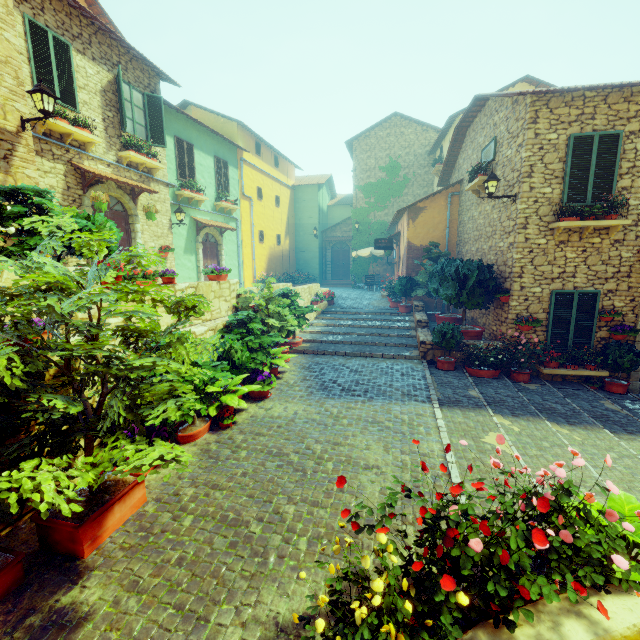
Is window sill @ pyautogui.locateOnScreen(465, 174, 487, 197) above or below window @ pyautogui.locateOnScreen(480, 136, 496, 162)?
below

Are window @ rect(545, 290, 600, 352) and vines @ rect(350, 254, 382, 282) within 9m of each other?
no

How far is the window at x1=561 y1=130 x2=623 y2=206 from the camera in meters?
7.6 m

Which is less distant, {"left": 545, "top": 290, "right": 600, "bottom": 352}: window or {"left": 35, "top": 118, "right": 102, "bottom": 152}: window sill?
{"left": 35, "top": 118, "right": 102, "bottom": 152}: window sill

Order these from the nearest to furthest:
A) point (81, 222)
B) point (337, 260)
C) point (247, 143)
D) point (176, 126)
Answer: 1. point (81, 222)
2. point (176, 126)
3. point (247, 143)
4. point (337, 260)

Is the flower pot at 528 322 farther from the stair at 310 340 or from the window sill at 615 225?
the window sill at 615 225

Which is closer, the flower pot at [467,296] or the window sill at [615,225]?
the window sill at [615,225]

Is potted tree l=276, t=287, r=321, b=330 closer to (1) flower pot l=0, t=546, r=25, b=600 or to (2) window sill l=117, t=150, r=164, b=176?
(1) flower pot l=0, t=546, r=25, b=600
